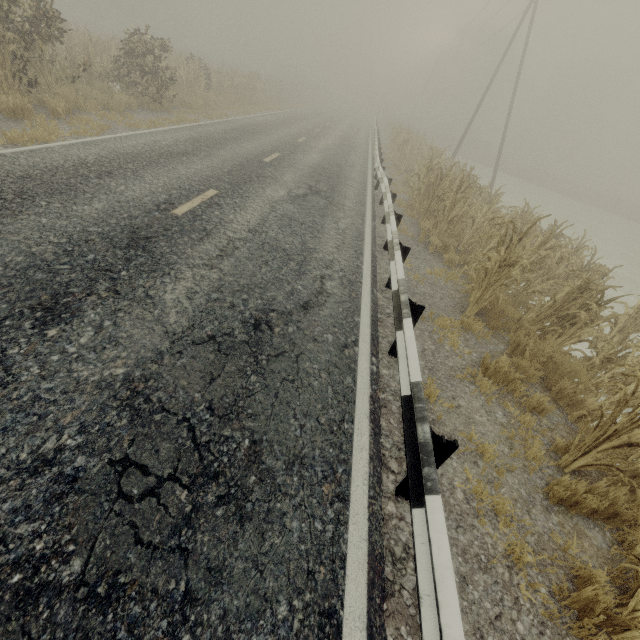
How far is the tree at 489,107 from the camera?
53.3m

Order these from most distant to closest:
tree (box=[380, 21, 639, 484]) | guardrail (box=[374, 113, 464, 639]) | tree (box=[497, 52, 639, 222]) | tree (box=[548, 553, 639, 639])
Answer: tree (box=[497, 52, 639, 222]), tree (box=[380, 21, 639, 484]), tree (box=[548, 553, 639, 639]), guardrail (box=[374, 113, 464, 639])

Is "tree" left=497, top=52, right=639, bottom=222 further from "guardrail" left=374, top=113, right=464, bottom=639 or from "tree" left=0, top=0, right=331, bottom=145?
"tree" left=0, top=0, right=331, bottom=145

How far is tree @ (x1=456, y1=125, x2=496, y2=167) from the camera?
44.3 meters

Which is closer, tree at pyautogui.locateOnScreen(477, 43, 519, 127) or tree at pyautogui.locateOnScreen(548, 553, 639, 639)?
tree at pyautogui.locateOnScreen(548, 553, 639, 639)

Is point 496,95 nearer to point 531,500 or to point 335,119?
point 335,119

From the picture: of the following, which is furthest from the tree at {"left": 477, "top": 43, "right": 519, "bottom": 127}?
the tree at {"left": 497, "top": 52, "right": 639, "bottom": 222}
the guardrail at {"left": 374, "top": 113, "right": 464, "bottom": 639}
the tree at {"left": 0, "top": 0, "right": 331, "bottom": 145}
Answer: the tree at {"left": 497, "top": 52, "right": 639, "bottom": 222}
